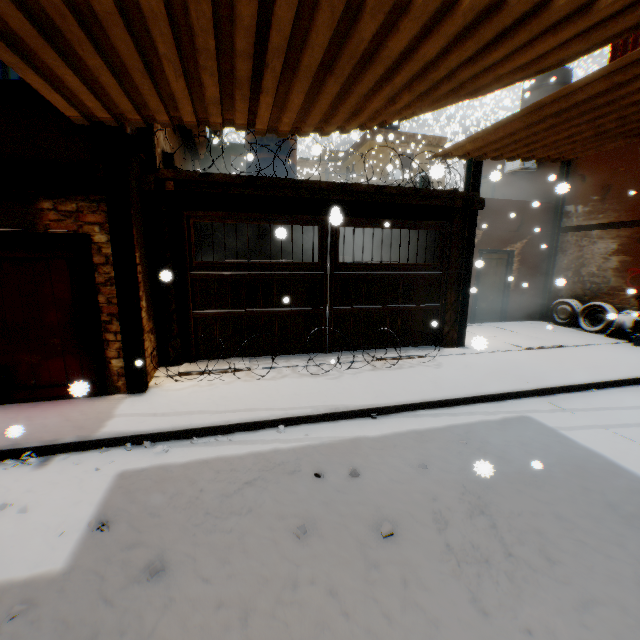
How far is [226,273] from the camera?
6.5 meters

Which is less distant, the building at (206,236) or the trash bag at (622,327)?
the trash bag at (622,327)

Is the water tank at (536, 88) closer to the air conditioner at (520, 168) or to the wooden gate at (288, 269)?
the air conditioner at (520, 168)

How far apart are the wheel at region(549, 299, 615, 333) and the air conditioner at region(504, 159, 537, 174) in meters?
3.6 m

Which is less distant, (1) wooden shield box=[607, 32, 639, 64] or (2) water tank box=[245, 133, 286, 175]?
(1) wooden shield box=[607, 32, 639, 64]

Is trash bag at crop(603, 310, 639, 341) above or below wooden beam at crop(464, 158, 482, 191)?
below

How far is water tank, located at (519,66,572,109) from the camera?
11.9 meters
